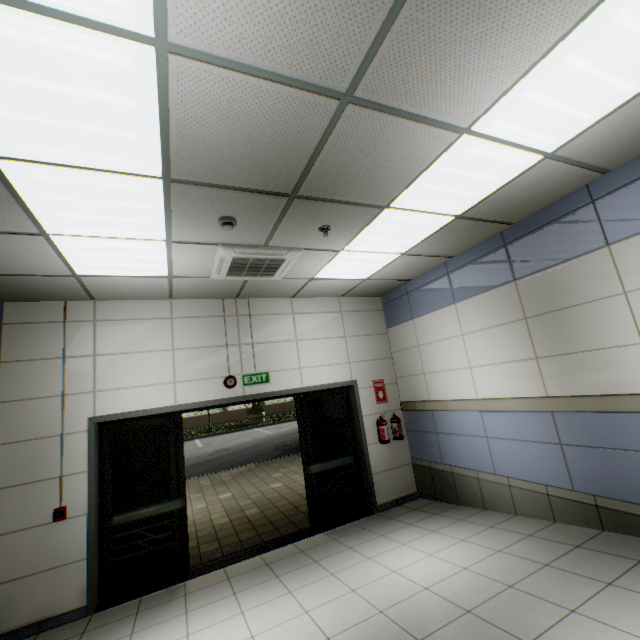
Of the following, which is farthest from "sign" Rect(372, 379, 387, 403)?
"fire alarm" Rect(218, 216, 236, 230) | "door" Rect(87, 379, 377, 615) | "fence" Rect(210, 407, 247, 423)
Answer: "fence" Rect(210, 407, 247, 423)

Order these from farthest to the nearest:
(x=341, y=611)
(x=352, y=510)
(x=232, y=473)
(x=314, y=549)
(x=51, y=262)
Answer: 1. (x=232, y=473)
2. (x=352, y=510)
3. (x=314, y=549)
4. (x=51, y=262)
5. (x=341, y=611)

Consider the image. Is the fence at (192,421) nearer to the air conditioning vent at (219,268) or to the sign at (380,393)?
the sign at (380,393)

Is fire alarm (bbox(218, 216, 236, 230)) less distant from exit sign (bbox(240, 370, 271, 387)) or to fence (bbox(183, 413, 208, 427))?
exit sign (bbox(240, 370, 271, 387))

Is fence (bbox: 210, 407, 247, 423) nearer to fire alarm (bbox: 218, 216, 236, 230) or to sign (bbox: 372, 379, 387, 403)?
sign (bbox: 372, 379, 387, 403)

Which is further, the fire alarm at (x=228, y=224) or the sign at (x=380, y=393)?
the sign at (x=380, y=393)

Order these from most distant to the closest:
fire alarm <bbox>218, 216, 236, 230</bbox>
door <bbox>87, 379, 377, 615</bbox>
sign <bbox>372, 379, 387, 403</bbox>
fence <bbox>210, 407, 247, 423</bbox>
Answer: fence <bbox>210, 407, 247, 423</bbox>
sign <bbox>372, 379, 387, 403</bbox>
door <bbox>87, 379, 377, 615</bbox>
fire alarm <bbox>218, 216, 236, 230</bbox>

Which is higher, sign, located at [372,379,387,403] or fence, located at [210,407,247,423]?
sign, located at [372,379,387,403]
